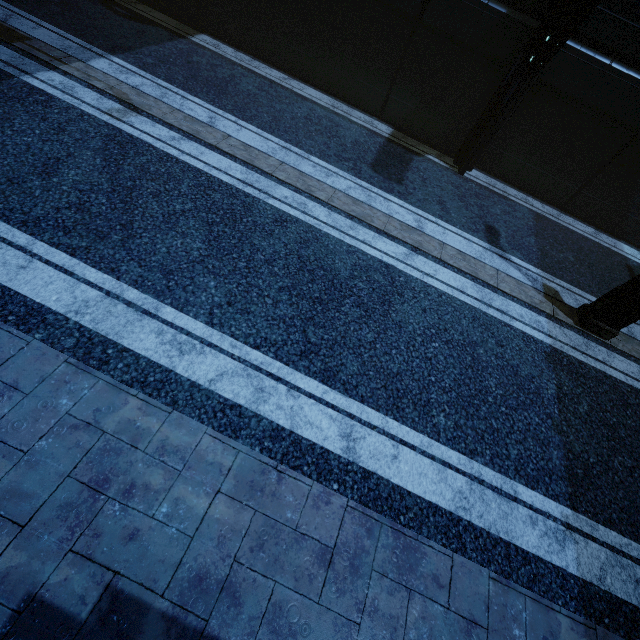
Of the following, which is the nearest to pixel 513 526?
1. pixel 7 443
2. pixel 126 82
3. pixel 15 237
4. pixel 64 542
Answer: pixel 64 542

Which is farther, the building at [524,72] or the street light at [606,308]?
the building at [524,72]

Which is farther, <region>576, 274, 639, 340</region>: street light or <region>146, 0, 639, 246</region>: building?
<region>146, 0, 639, 246</region>: building
